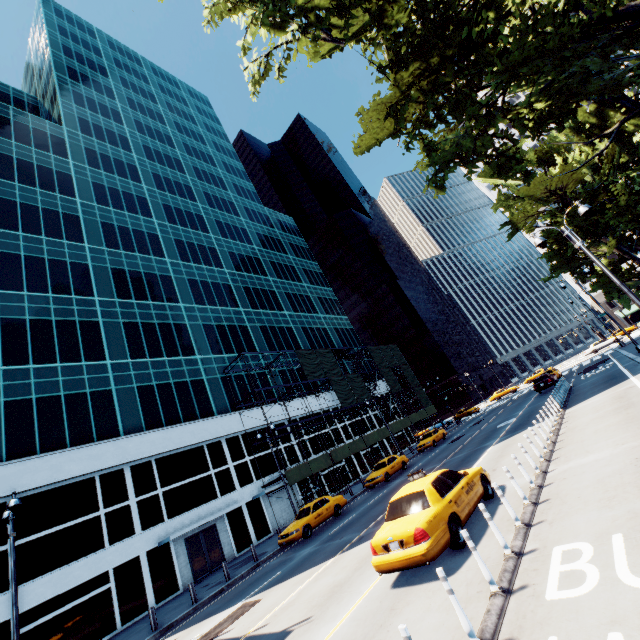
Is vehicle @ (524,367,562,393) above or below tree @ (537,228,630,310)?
below

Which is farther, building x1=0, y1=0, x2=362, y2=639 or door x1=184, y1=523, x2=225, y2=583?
door x1=184, y1=523, x2=225, y2=583

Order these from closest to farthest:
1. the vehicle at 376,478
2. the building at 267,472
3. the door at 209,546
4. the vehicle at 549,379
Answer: the door at 209,546 → the vehicle at 376,478 → the building at 267,472 → the vehicle at 549,379

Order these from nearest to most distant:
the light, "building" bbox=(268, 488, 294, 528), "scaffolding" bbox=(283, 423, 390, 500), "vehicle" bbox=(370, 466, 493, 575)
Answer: "vehicle" bbox=(370, 466, 493, 575), the light, "scaffolding" bbox=(283, 423, 390, 500), "building" bbox=(268, 488, 294, 528)

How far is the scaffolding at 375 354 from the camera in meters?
33.9

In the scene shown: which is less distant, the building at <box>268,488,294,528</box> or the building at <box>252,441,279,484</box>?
the building at <box>268,488,294,528</box>

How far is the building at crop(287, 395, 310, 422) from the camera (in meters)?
36.37

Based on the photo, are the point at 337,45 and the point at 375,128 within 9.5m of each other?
yes
